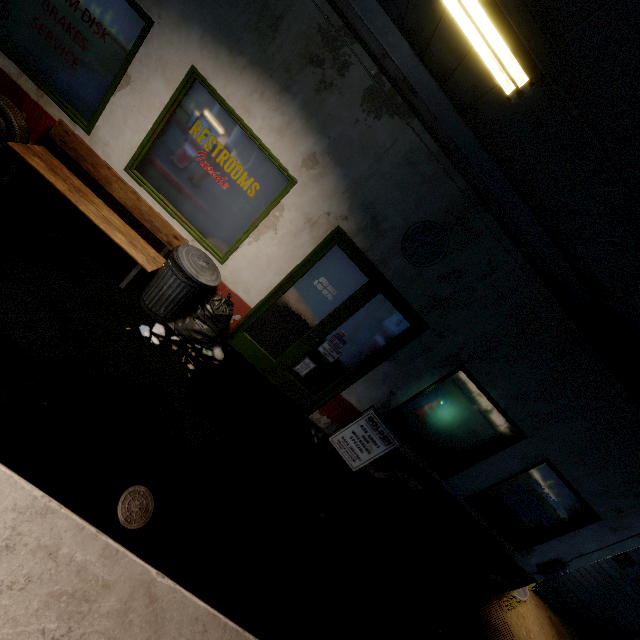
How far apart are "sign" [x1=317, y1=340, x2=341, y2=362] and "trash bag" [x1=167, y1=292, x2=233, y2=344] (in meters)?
1.39

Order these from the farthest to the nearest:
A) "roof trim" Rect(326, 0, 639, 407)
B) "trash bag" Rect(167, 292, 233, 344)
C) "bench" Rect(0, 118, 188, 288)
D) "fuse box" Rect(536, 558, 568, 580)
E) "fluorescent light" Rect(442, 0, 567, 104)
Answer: "fuse box" Rect(536, 558, 568, 580)
"trash bag" Rect(167, 292, 233, 344)
"bench" Rect(0, 118, 188, 288)
"roof trim" Rect(326, 0, 639, 407)
"fluorescent light" Rect(442, 0, 567, 104)

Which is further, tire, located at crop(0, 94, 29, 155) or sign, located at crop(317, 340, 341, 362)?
sign, located at crop(317, 340, 341, 362)

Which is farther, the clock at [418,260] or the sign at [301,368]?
the sign at [301,368]

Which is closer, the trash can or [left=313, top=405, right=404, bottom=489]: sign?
the trash can

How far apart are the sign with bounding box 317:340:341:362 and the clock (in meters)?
1.38

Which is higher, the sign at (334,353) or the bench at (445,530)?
→ the sign at (334,353)

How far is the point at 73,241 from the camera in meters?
4.1
